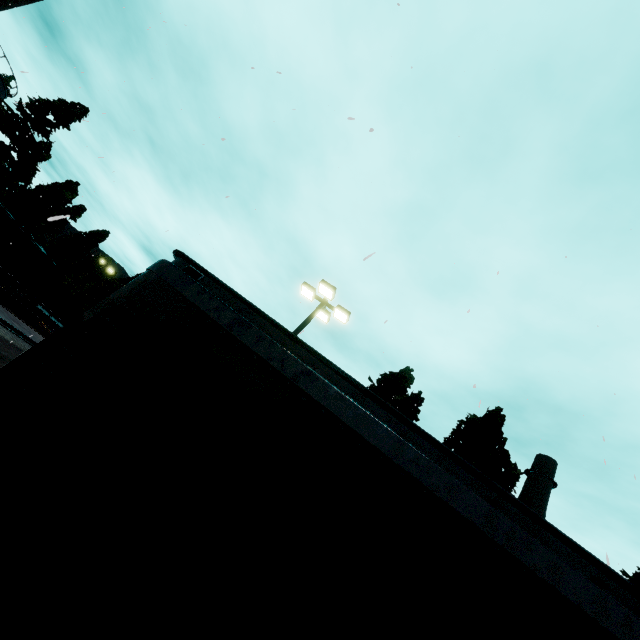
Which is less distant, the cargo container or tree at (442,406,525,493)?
tree at (442,406,525,493)

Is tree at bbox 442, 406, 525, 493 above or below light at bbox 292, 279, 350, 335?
above

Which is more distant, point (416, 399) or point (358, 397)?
point (416, 399)

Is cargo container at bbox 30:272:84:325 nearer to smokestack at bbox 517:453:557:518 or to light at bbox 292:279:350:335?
light at bbox 292:279:350:335

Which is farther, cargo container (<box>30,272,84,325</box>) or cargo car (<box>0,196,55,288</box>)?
cargo container (<box>30,272,84,325</box>)

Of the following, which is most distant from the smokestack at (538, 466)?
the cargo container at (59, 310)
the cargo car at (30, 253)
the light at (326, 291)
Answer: the cargo car at (30, 253)

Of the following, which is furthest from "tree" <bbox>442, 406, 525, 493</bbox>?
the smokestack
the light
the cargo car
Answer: the smokestack

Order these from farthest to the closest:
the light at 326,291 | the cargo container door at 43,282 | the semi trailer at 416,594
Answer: the cargo container door at 43,282
the light at 326,291
the semi trailer at 416,594
